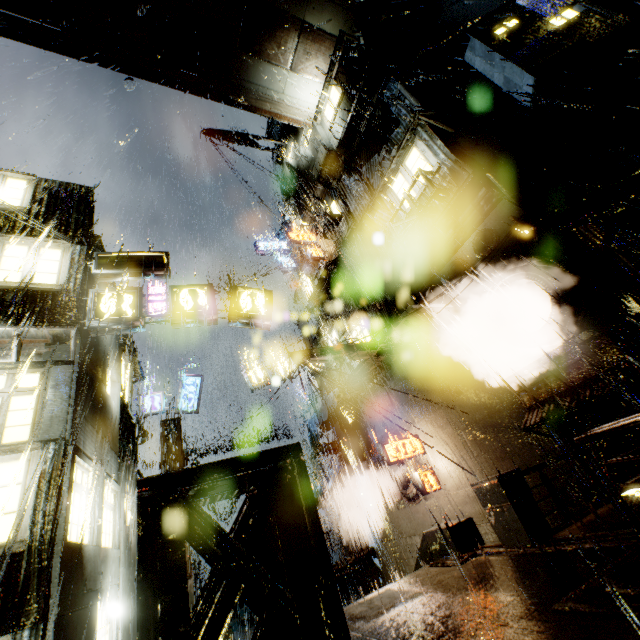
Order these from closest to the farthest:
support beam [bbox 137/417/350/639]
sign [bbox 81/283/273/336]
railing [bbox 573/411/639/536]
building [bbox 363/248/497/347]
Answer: support beam [bbox 137/417/350/639]
railing [bbox 573/411/639/536]
sign [bbox 81/283/273/336]
building [bbox 363/248/497/347]

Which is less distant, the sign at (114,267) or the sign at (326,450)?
the sign at (114,267)

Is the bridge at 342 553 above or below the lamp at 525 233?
below

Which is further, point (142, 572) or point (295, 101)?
point (295, 101)

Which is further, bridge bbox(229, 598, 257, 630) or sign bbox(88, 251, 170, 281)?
bridge bbox(229, 598, 257, 630)

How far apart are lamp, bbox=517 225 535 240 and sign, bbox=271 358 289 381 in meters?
15.0 m

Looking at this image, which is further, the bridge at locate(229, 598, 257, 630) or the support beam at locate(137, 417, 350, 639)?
the bridge at locate(229, 598, 257, 630)

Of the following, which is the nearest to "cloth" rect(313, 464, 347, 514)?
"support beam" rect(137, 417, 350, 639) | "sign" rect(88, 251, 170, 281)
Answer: "sign" rect(88, 251, 170, 281)
